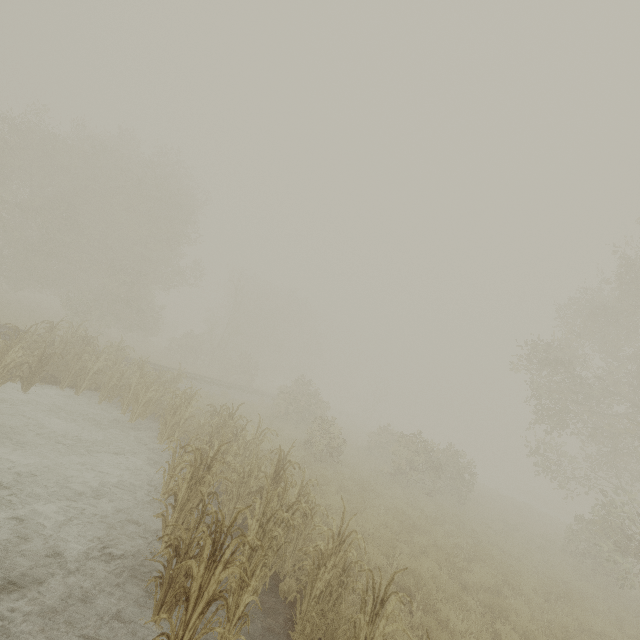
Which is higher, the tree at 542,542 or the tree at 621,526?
the tree at 621,526

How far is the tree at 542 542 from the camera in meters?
14.8 m

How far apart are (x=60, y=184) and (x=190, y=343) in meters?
Answer: 16.2 m

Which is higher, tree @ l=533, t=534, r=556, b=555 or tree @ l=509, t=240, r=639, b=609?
tree @ l=509, t=240, r=639, b=609

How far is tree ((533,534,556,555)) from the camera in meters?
14.8 m

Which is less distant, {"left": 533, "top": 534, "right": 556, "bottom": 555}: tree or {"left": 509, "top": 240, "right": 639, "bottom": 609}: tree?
{"left": 509, "top": 240, "right": 639, "bottom": 609}: tree
